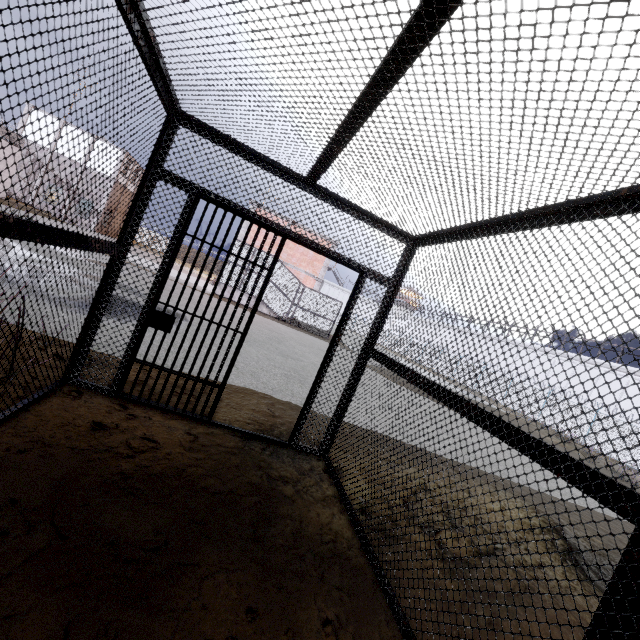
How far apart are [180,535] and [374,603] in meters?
1.6 m

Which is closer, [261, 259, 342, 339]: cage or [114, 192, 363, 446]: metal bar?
[114, 192, 363, 446]: metal bar

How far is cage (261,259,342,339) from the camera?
21.7 meters

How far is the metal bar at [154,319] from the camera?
3.5m

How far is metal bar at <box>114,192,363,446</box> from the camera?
3.49m

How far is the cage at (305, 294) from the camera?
21.7 meters
